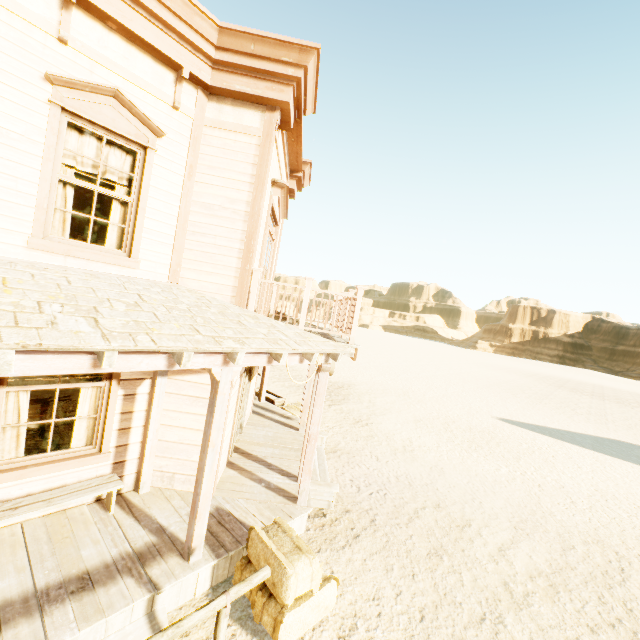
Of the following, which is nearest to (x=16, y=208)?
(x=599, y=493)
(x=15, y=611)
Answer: (x=15, y=611)

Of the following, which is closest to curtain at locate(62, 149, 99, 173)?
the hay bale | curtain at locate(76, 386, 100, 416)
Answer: Answer: curtain at locate(76, 386, 100, 416)

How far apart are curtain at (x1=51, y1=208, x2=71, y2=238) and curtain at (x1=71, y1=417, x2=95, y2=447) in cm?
188

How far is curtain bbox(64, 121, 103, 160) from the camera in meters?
4.3 m

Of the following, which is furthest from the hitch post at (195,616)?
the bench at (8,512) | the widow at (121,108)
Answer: the widow at (121,108)

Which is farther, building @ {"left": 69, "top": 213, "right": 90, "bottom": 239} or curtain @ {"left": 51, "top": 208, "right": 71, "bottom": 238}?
building @ {"left": 69, "top": 213, "right": 90, "bottom": 239}

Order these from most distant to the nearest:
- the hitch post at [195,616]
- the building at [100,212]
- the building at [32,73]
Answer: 1. the building at [100,212]
2. the building at [32,73]
3. the hitch post at [195,616]

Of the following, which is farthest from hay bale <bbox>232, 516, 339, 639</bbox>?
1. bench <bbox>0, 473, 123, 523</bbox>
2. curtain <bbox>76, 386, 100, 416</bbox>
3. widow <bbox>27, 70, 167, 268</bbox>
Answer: widow <bbox>27, 70, 167, 268</bbox>
